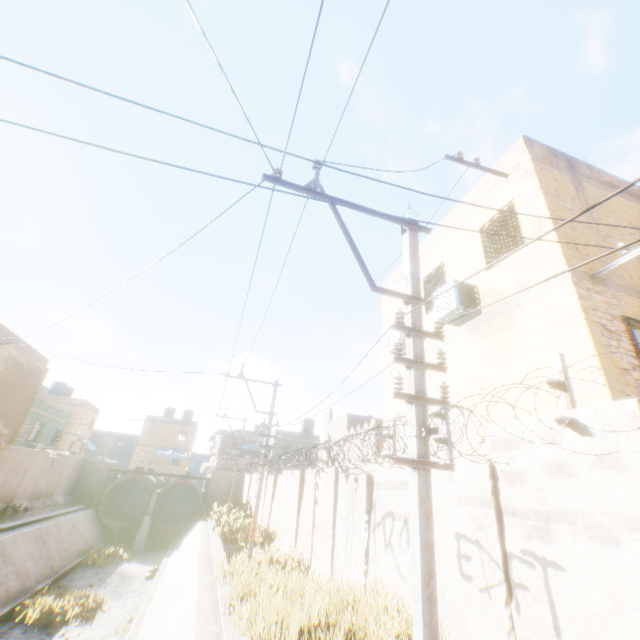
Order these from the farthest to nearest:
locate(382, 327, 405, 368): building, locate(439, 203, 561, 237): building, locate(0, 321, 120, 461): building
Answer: locate(0, 321, 120, 461): building → locate(382, 327, 405, 368): building → locate(439, 203, 561, 237): building

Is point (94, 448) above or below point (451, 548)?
above

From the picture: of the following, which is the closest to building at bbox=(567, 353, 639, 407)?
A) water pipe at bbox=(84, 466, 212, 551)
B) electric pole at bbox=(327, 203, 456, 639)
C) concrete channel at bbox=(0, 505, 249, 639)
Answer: concrete channel at bbox=(0, 505, 249, 639)

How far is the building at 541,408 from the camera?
5.5m

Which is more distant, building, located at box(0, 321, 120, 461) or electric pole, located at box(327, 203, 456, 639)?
building, located at box(0, 321, 120, 461)

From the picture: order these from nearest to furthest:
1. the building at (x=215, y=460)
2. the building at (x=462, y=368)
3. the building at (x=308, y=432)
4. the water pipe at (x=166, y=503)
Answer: the building at (x=462, y=368), the building at (x=308, y=432), the water pipe at (x=166, y=503), the building at (x=215, y=460)

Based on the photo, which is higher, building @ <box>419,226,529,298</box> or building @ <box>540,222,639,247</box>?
building @ <box>419,226,529,298</box>
